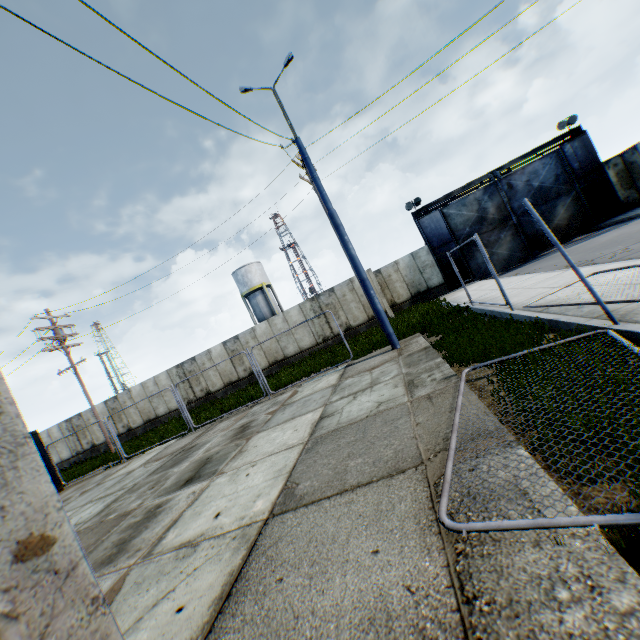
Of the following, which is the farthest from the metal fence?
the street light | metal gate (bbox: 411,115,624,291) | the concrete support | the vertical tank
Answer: the vertical tank

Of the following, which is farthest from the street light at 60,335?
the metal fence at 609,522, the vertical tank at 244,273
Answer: the metal fence at 609,522

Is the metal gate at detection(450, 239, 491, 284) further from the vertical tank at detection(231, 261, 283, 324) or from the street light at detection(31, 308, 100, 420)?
the street light at detection(31, 308, 100, 420)

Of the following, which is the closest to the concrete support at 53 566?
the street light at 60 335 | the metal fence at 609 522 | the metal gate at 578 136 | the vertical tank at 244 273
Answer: the metal fence at 609 522

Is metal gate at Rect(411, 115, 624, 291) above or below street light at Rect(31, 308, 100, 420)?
below

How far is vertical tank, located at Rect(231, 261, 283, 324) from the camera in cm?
3984

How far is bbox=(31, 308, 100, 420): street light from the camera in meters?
18.6

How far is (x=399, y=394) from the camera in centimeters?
596cm
